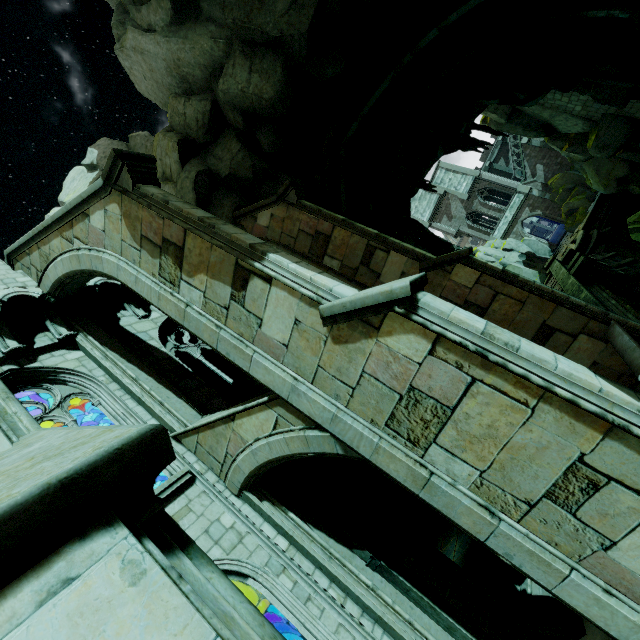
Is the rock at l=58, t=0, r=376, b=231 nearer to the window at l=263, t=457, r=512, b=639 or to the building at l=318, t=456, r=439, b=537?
the building at l=318, t=456, r=439, b=537

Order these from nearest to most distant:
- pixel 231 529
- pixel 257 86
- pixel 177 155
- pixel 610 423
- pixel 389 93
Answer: pixel 610 423 < pixel 231 529 < pixel 257 86 < pixel 177 155 < pixel 389 93

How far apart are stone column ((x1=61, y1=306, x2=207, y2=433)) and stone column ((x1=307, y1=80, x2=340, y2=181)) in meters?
9.8

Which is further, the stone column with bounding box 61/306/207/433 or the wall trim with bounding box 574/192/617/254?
the wall trim with bounding box 574/192/617/254

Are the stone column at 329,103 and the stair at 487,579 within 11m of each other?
no

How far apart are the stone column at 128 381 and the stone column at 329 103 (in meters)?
9.82

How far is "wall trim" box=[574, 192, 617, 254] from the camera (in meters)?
25.33

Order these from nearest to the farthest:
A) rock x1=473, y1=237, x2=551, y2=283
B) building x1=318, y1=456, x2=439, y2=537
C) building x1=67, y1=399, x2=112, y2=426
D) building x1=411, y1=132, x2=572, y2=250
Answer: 1. building x1=67, y1=399, x2=112, y2=426
2. building x1=318, y1=456, x2=439, y2=537
3. rock x1=473, y1=237, x2=551, y2=283
4. building x1=411, y1=132, x2=572, y2=250
